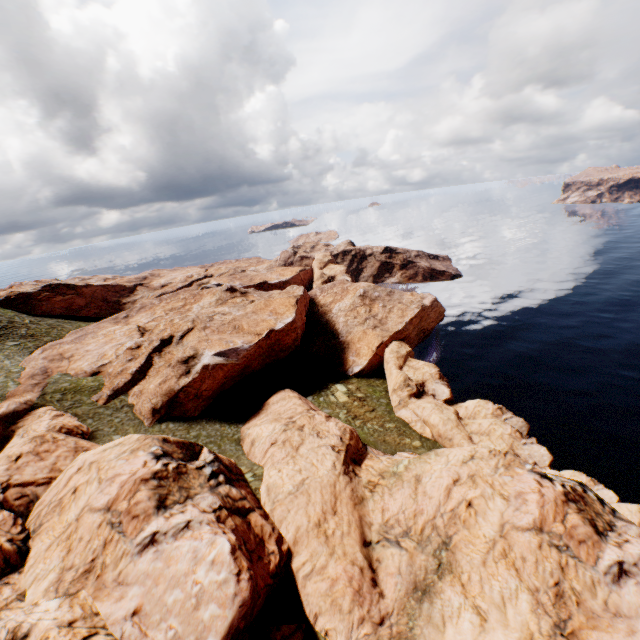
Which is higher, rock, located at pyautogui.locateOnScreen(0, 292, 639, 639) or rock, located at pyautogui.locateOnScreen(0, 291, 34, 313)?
rock, located at pyautogui.locateOnScreen(0, 291, 34, 313)

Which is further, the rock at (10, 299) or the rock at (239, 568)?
the rock at (10, 299)

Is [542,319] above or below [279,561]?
below

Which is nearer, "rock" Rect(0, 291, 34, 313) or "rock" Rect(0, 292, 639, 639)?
"rock" Rect(0, 292, 639, 639)

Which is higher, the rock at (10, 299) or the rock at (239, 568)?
the rock at (10, 299)
